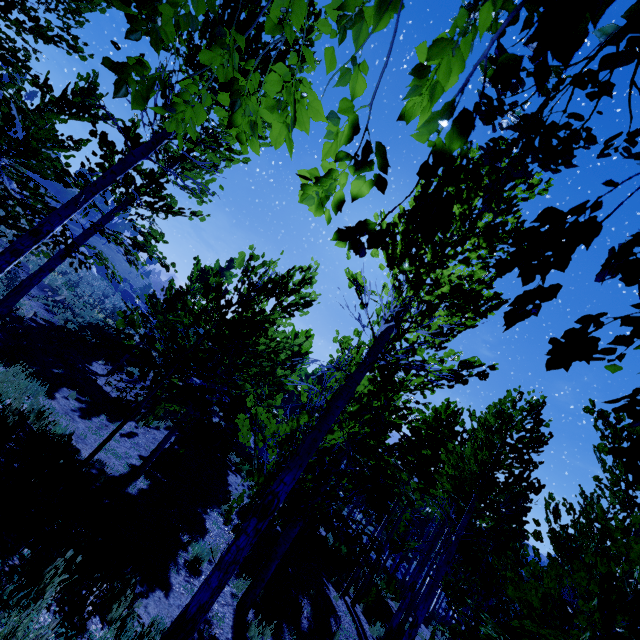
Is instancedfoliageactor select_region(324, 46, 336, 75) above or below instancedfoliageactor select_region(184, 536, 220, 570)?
above

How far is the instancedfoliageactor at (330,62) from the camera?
0.91m

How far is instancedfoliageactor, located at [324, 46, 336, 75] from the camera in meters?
0.9 m

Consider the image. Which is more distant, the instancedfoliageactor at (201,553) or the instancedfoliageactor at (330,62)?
the instancedfoliageactor at (201,553)

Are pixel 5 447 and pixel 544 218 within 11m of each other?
yes

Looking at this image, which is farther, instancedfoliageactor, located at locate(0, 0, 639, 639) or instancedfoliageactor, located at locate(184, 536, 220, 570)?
instancedfoliageactor, located at locate(184, 536, 220, 570)
